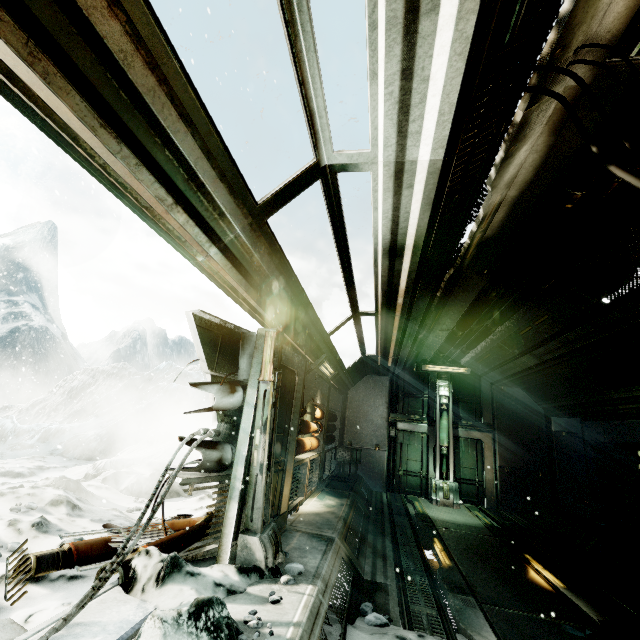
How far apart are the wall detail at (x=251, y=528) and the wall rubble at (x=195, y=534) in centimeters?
64cm

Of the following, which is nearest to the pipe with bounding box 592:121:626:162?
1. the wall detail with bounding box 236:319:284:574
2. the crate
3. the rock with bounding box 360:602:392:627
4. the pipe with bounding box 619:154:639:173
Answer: the pipe with bounding box 619:154:639:173

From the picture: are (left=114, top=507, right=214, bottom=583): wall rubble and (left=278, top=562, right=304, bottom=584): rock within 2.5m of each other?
yes

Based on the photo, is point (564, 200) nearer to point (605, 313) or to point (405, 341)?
point (605, 313)

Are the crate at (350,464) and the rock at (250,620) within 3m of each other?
no

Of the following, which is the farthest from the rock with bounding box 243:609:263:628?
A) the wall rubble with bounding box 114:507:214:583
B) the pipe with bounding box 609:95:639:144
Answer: the pipe with bounding box 609:95:639:144

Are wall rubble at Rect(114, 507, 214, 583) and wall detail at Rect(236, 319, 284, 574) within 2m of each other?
yes

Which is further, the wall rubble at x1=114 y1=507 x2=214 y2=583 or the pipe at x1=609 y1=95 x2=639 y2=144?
the wall rubble at x1=114 y1=507 x2=214 y2=583
